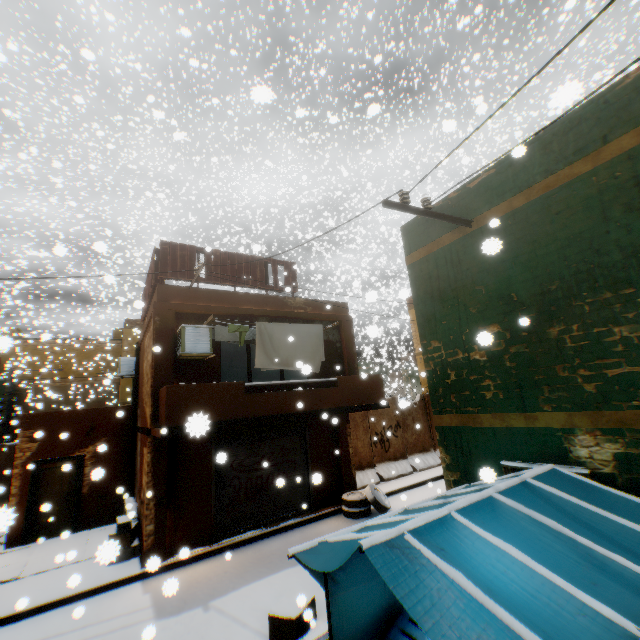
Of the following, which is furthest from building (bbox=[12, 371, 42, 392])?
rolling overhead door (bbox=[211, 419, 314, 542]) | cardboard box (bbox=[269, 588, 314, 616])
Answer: cardboard box (bbox=[269, 588, 314, 616])

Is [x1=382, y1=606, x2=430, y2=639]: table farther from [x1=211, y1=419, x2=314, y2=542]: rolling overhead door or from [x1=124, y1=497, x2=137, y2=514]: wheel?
[x1=124, y1=497, x2=137, y2=514]: wheel

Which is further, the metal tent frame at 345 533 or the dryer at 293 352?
the dryer at 293 352

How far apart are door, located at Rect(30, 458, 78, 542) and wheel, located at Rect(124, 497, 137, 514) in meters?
0.4

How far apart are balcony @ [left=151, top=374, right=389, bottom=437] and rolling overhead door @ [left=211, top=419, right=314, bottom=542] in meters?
0.0

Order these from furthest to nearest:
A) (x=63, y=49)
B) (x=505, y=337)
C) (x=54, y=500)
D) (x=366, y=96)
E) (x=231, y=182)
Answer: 1. (x=231, y=182)
2. (x=54, y=500)
3. (x=366, y=96)
4. (x=63, y=49)
5. (x=505, y=337)

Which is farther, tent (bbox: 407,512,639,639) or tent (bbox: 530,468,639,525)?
tent (bbox: 530,468,639,525)

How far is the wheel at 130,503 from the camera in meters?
9.7
